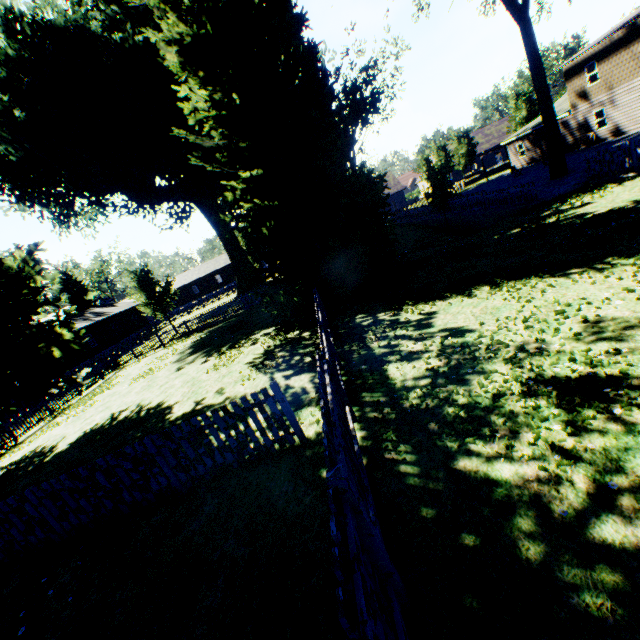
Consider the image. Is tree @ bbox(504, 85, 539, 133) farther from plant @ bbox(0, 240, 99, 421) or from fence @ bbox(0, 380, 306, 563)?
plant @ bbox(0, 240, 99, 421)

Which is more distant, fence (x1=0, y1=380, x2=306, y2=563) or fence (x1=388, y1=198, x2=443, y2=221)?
fence (x1=388, y1=198, x2=443, y2=221)

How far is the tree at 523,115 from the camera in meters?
42.1

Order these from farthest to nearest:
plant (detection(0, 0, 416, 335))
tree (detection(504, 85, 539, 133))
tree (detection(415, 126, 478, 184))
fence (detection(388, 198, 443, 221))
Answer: tree (detection(415, 126, 478, 184)) < tree (detection(504, 85, 539, 133)) < fence (detection(388, 198, 443, 221)) < plant (detection(0, 0, 416, 335))

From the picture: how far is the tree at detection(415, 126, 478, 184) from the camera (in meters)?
43.28

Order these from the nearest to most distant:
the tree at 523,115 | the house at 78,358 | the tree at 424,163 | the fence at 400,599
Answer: the fence at 400,599
the house at 78,358
the tree at 523,115
the tree at 424,163

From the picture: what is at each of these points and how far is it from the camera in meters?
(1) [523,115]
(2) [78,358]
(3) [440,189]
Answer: (1) tree, 42.8
(2) house, 34.2
(3) plant, 24.7
